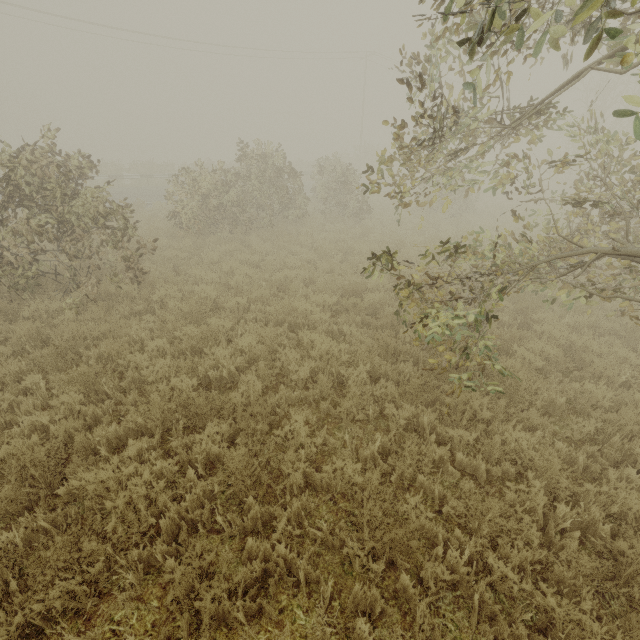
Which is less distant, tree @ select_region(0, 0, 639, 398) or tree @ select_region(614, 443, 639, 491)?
tree @ select_region(0, 0, 639, 398)

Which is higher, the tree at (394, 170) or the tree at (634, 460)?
the tree at (394, 170)

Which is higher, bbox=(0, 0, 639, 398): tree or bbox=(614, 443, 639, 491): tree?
bbox=(0, 0, 639, 398): tree

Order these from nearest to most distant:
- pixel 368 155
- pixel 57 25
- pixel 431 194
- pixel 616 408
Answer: pixel 616 408 < pixel 431 194 < pixel 57 25 < pixel 368 155

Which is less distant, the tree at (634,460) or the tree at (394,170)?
the tree at (394,170)
